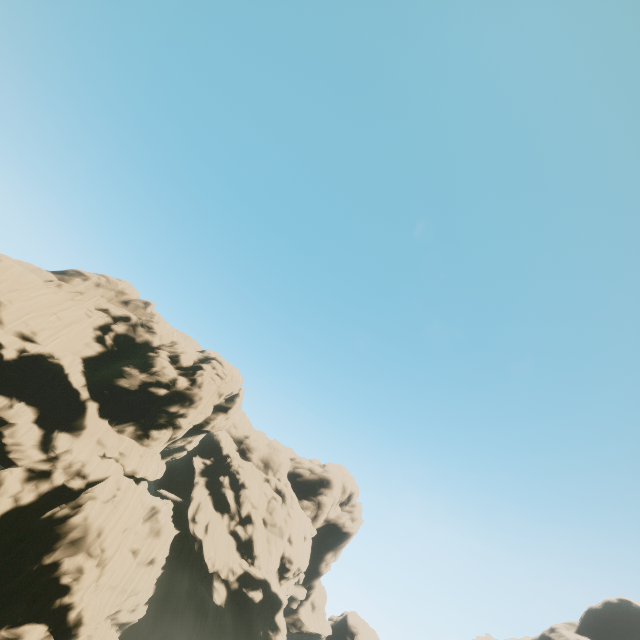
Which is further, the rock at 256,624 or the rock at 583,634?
the rock at 583,634

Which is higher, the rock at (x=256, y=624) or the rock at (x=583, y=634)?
the rock at (x=583, y=634)

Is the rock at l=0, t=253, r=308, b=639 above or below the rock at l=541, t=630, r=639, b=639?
below

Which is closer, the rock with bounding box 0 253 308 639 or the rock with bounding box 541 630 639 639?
the rock with bounding box 0 253 308 639

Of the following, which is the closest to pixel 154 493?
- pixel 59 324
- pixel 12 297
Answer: pixel 59 324
